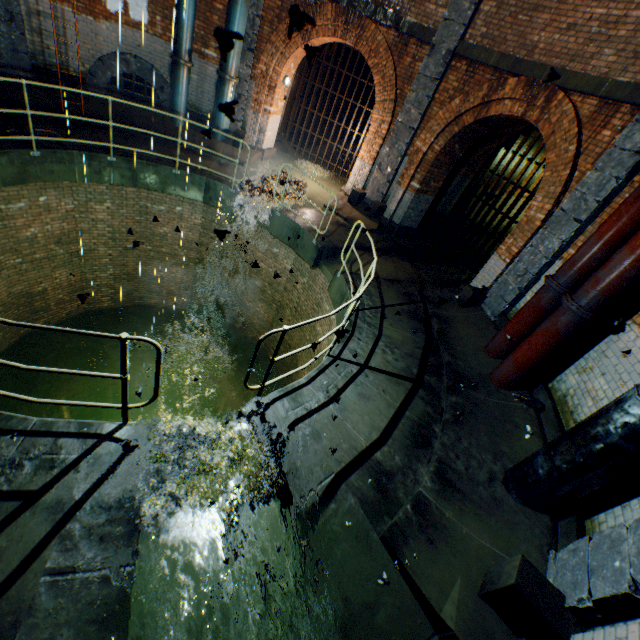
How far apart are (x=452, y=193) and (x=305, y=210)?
5.6 meters

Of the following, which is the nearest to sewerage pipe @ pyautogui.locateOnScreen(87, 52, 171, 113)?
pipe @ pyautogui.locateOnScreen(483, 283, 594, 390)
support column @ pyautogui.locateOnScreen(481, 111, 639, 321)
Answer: support column @ pyautogui.locateOnScreen(481, 111, 639, 321)

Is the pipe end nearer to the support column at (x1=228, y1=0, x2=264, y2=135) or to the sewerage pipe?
the support column at (x1=228, y1=0, x2=264, y2=135)

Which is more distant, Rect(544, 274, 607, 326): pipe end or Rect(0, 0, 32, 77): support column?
Rect(0, 0, 32, 77): support column

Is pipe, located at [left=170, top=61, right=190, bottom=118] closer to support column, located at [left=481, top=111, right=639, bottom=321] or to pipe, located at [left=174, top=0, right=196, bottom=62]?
pipe, located at [left=174, top=0, right=196, bottom=62]

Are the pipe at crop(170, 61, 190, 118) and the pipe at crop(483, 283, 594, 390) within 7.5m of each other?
no

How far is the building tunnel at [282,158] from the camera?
12.24m

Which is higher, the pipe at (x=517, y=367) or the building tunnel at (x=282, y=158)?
the pipe at (x=517, y=367)
